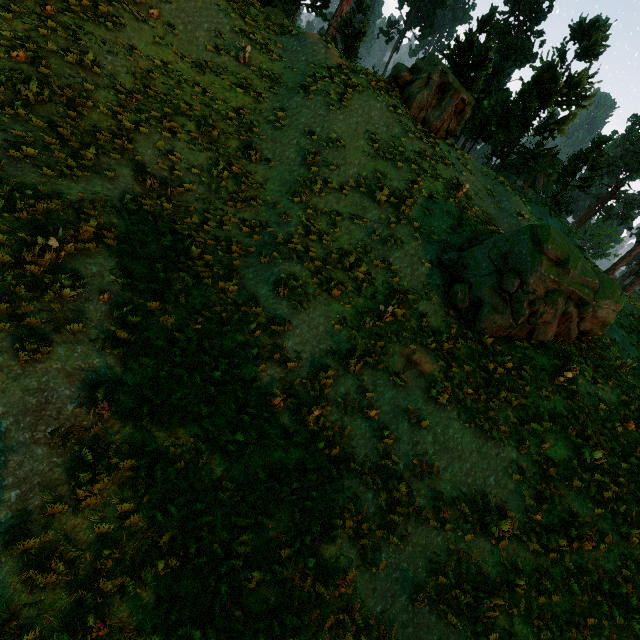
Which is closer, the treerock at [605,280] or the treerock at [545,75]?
the treerock at [605,280]

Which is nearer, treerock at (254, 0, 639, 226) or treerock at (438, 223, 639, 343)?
treerock at (438, 223, 639, 343)

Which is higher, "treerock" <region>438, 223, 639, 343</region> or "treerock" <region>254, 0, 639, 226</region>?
"treerock" <region>254, 0, 639, 226</region>

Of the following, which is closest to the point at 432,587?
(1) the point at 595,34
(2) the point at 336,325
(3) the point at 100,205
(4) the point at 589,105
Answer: (2) the point at 336,325

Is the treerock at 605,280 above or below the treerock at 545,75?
below
